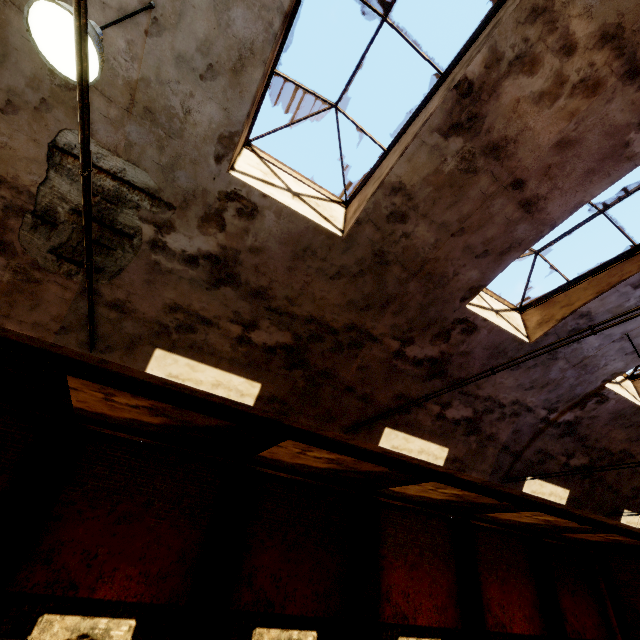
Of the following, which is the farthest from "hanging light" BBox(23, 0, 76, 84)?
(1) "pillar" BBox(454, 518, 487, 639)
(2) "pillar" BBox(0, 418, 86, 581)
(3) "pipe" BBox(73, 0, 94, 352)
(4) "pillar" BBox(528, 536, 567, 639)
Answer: (4) "pillar" BBox(528, 536, 567, 639)

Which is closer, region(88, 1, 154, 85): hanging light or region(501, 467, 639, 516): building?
region(88, 1, 154, 85): hanging light

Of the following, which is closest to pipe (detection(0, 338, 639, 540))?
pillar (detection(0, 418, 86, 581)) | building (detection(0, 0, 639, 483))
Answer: building (detection(0, 0, 639, 483))

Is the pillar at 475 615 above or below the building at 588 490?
below

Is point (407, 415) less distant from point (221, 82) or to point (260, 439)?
point (260, 439)

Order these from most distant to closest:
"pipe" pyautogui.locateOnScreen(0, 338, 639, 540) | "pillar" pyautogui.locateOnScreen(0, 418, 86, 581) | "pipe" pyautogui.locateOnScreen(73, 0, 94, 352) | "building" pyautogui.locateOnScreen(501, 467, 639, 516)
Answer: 1. "building" pyautogui.locateOnScreen(501, 467, 639, 516)
2. "pillar" pyautogui.locateOnScreen(0, 418, 86, 581)
3. "pipe" pyautogui.locateOnScreen(0, 338, 639, 540)
4. "pipe" pyautogui.locateOnScreen(73, 0, 94, 352)

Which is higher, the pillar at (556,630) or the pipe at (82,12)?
the pipe at (82,12)

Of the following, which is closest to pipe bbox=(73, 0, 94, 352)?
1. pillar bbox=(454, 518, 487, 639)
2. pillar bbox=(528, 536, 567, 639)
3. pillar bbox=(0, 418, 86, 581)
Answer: pillar bbox=(0, 418, 86, 581)
